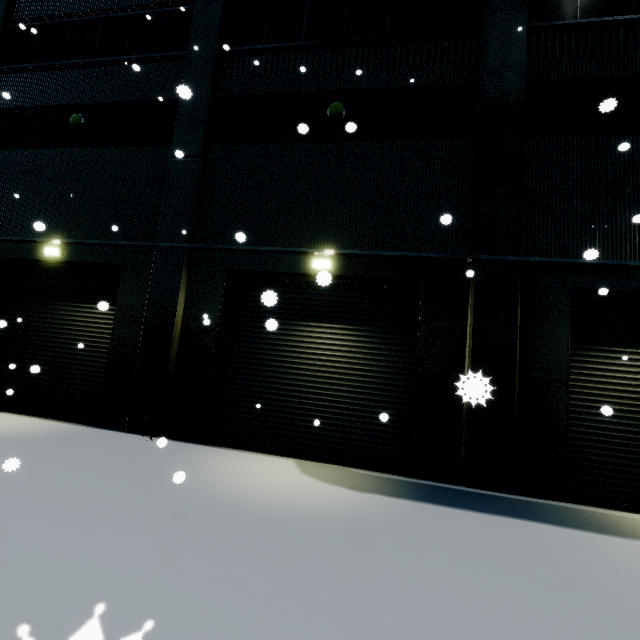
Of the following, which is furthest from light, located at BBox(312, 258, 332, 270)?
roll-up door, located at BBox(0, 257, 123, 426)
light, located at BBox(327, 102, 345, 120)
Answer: light, located at BBox(327, 102, 345, 120)

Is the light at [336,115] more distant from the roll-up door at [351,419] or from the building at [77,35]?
the roll-up door at [351,419]

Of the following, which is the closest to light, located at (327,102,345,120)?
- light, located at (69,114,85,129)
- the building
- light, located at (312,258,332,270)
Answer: the building

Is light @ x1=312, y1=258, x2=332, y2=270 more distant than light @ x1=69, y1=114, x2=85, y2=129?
No

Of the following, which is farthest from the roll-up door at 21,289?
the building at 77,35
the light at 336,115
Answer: the light at 336,115

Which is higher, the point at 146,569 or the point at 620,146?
the point at 620,146

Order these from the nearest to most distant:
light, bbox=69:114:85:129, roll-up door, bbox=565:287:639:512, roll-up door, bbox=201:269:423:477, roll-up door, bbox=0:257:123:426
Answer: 1. roll-up door, bbox=565:287:639:512
2. roll-up door, bbox=201:269:423:477
3. roll-up door, bbox=0:257:123:426
4. light, bbox=69:114:85:129

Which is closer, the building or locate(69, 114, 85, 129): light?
the building
